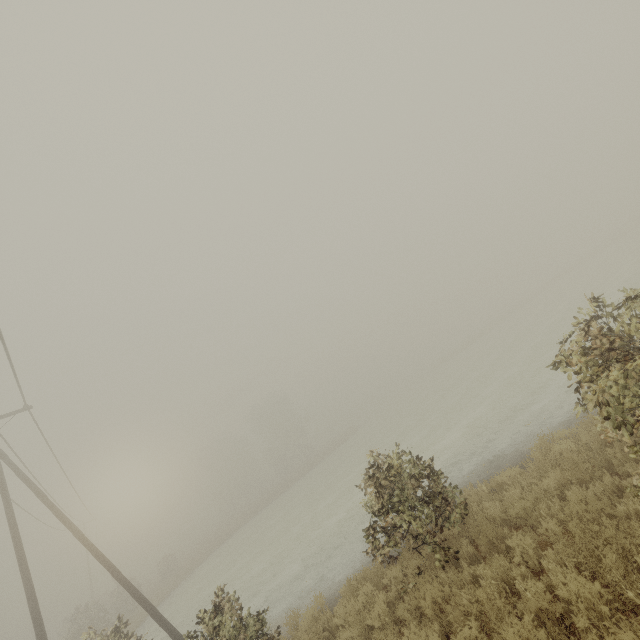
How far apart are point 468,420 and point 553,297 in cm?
3529

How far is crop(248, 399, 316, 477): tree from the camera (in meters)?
54.75

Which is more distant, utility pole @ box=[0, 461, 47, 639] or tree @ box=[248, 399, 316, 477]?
tree @ box=[248, 399, 316, 477]

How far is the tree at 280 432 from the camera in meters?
54.8

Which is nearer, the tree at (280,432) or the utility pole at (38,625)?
the utility pole at (38,625)
